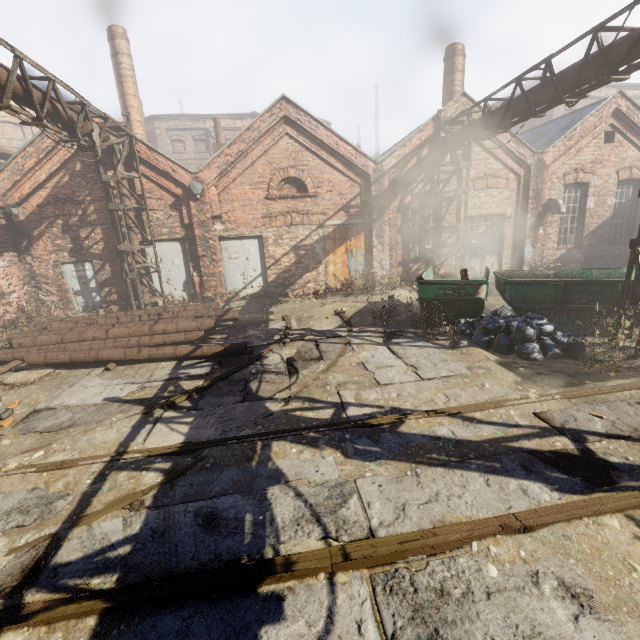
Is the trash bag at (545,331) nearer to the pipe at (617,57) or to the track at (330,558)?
the track at (330,558)

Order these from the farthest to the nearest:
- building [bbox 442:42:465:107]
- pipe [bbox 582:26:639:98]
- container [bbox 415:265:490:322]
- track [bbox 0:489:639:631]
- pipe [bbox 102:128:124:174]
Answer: building [bbox 442:42:465:107], pipe [bbox 102:128:124:174], container [bbox 415:265:490:322], pipe [bbox 582:26:639:98], track [bbox 0:489:639:631]

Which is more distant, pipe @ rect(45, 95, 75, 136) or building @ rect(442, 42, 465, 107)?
building @ rect(442, 42, 465, 107)

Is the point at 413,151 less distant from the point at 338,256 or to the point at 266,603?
the point at 338,256

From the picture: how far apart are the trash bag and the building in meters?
10.7

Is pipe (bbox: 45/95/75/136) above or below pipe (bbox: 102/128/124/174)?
above

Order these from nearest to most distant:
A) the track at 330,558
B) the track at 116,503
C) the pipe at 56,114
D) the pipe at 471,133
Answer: the track at 330,558, the track at 116,503, the pipe at 471,133, the pipe at 56,114

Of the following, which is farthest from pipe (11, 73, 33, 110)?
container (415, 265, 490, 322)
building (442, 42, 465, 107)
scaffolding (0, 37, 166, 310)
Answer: → building (442, 42, 465, 107)
